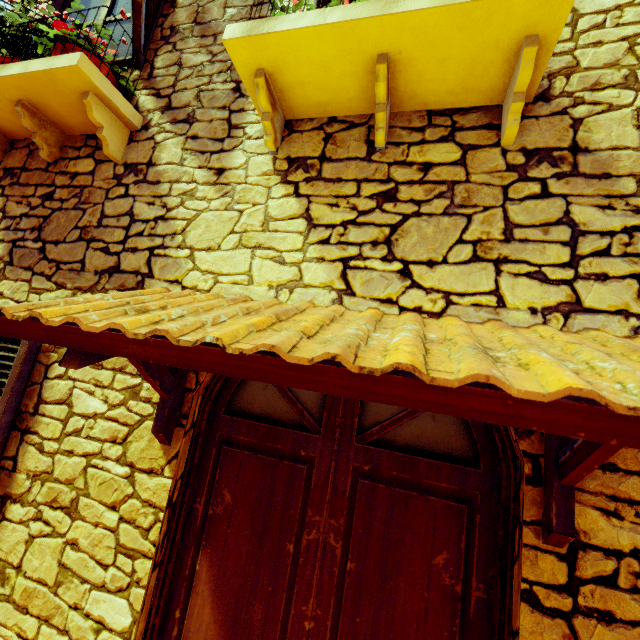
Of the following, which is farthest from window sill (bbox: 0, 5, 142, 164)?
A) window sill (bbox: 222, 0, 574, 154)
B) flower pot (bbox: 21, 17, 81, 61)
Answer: window sill (bbox: 222, 0, 574, 154)

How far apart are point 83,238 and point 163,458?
1.61m

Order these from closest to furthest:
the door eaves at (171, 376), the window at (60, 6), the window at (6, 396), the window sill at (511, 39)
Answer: the door eaves at (171, 376) → the window sill at (511, 39) → the window at (6, 396) → the window at (60, 6)

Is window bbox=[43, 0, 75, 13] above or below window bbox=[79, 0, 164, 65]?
above

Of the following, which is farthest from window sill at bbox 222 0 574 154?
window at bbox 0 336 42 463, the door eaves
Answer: window at bbox 0 336 42 463

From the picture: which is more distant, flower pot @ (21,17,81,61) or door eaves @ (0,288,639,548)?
flower pot @ (21,17,81,61)

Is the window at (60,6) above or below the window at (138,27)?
above

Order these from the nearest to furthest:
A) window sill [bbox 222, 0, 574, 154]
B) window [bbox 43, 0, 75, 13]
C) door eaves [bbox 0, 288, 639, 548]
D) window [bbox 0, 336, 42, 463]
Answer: door eaves [bbox 0, 288, 639, 548] → window sill [bbox 222, 0, 574, 154] → window [bbox 0, 336, 42, 463] → window [bbox 43, 0, 75, 13]
